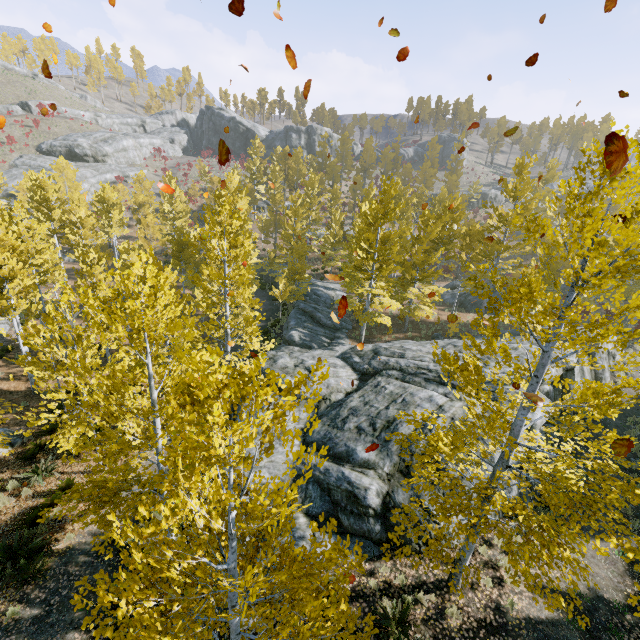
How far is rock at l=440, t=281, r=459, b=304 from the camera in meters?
32.6 m

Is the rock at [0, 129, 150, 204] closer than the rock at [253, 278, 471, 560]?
No

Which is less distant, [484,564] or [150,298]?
[150,298]

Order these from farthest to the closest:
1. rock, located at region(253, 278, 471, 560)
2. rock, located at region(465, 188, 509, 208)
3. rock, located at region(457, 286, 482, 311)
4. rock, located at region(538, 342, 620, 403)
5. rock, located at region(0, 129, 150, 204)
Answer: rock, located at region(465, 188, 509, 208), rock, located at region(0, 129, 150, 204), rock, located at region(457, 286, 482, 311), rock, located at region(538, 342, 620, 403), rock, located at region(253, 278, 471, 560)

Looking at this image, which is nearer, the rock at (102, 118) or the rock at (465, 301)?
the rock at (465, 301)

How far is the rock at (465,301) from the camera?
30.7 meters

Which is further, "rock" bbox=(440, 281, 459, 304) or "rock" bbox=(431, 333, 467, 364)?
"rock" bbox=(440, 281, 459, 304)

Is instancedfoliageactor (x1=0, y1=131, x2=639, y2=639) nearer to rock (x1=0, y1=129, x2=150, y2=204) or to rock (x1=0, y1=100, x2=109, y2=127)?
rock (x1=0, y1=129, x2=150, y2=204)
